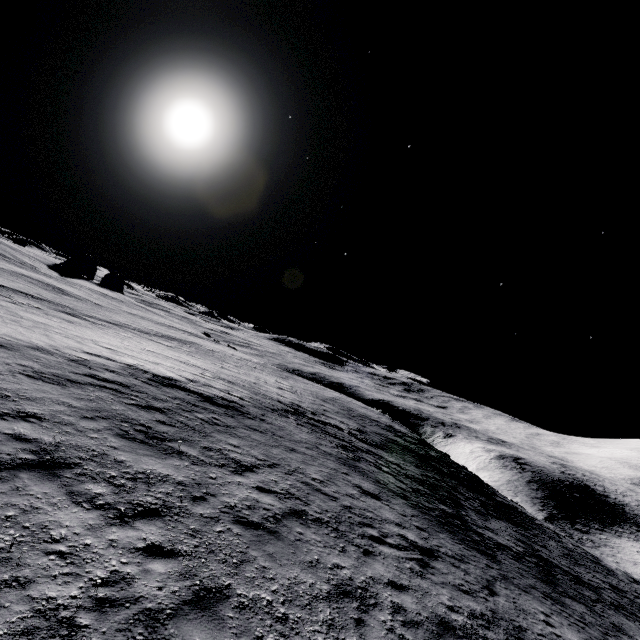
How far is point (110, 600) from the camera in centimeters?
430cm
